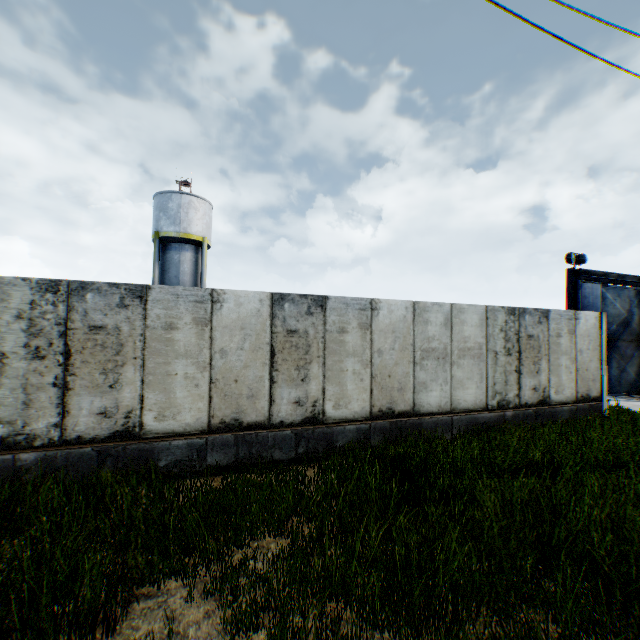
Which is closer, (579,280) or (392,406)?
(392,406)

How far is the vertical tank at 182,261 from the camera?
22.4m

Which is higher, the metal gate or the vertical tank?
the vertical tank

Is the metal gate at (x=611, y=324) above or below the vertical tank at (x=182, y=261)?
below

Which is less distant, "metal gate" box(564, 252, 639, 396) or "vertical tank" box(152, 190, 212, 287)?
"metal gate" box(564, 252, 639, 396)

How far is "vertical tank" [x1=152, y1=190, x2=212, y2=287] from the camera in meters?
22.4 m
